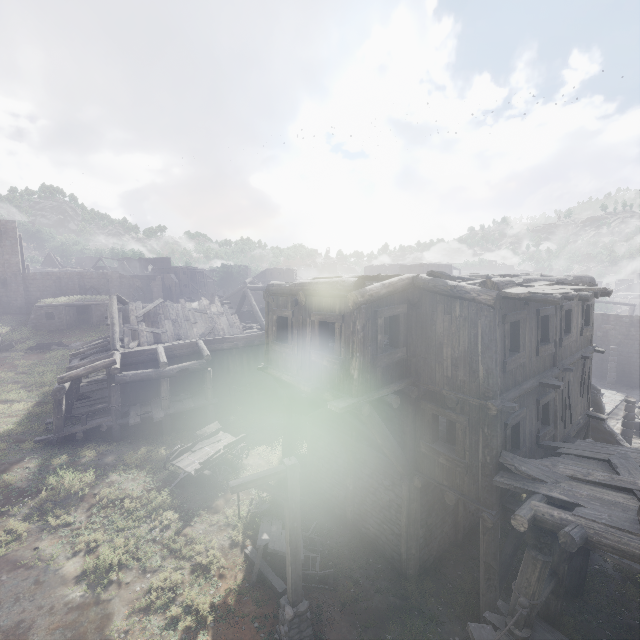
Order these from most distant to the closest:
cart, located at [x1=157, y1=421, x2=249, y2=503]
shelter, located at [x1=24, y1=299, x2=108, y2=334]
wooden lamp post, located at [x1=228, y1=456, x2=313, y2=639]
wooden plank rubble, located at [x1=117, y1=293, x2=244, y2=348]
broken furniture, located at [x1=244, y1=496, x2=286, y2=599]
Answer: shelter, located at [x1=24, y1=299, x2=108, y2=334] < wooden plank rubble, located at [x1=117, y1=293, x2=244, y2=348] < cart, located at [x1=157, y1=421, x2=249, y2=503] < broken furniture, located at [x1=244, y1=496, x2=286, y2=599] < wooden lamp post, located at [x1=228, y1=456, x2=313, y2=639]

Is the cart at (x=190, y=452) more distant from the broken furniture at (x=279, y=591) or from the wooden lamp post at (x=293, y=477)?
the wooden lamp post at (x=293, y=477)

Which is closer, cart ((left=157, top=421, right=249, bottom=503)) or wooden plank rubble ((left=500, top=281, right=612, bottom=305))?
wooden plank rubble ((left=500, top=281, right=612, bottom=305))

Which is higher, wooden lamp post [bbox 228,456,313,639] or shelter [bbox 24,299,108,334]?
shelter [bbox 24,299,108,334]

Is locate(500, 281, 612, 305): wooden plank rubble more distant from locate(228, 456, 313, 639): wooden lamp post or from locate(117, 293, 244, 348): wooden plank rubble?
locate(117, 293, 244, 348): wooden plank rubble

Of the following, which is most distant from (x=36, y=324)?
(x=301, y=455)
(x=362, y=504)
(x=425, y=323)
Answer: (x=425, y=323)

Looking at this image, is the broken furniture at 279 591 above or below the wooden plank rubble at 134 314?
below

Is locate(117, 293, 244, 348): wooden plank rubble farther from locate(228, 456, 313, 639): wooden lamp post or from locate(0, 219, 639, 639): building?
locate(228, 456, 313, 639): wooden lamp post
